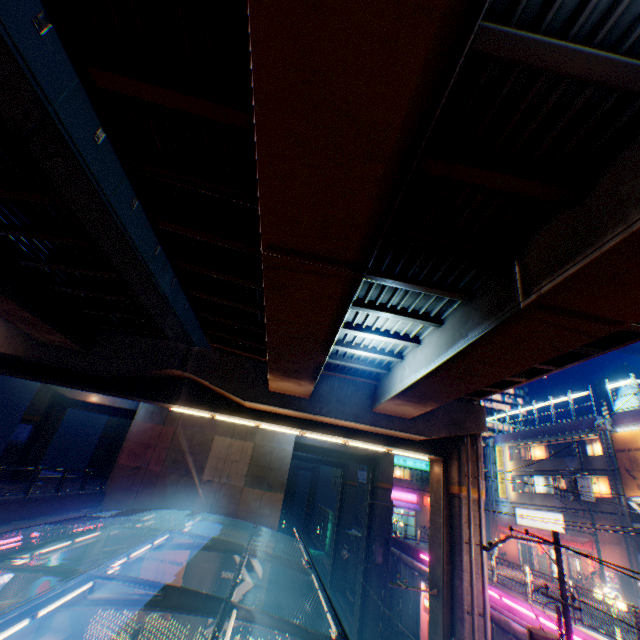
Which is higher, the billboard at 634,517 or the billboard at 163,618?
the billboard at 634,517

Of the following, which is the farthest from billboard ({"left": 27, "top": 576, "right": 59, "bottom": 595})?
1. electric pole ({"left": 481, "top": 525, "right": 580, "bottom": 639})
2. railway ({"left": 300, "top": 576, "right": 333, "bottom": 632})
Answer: electric pole ({"left": 481, "top": 525, "right": 580, "bottom": 639})

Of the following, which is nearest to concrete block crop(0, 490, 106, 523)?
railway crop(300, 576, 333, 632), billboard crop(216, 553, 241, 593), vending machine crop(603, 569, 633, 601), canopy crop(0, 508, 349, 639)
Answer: canopy crop(0, 508, 349, 639)

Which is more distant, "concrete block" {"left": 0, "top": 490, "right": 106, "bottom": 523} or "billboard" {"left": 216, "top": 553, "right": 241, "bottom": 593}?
"billboard" {"left": 216, "top": 553, "right": 241, "bottom": 593}

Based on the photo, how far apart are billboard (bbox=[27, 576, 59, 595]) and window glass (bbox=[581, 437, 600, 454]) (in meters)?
38.38

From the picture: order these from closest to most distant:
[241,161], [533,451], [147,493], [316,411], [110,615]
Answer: [241,161]
[316,411]
[110,615]
[147,493]
[533,451]

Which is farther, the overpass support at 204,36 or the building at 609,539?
the building at 609,539

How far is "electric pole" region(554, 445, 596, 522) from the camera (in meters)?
22.55
